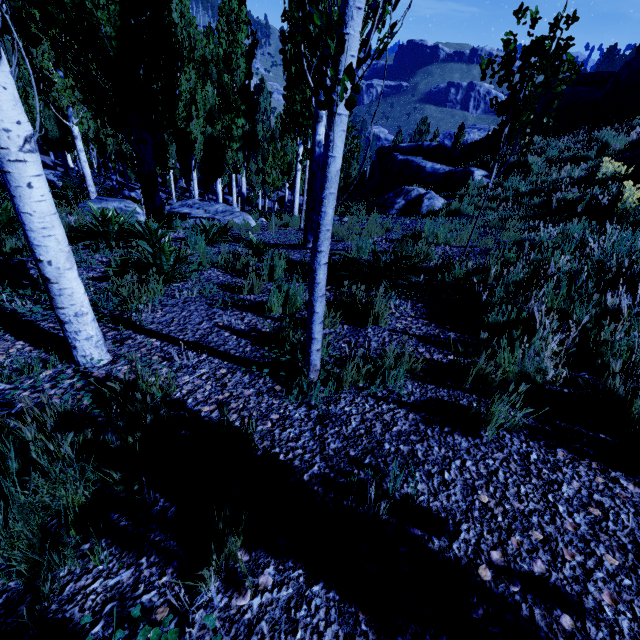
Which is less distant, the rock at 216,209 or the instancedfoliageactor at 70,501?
the instancedfoliageactor at 70,501

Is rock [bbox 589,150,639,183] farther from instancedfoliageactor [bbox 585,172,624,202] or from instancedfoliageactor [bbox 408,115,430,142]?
instancedfoliageactor [bbox 408,115,430,142]

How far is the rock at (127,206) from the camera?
7.9m

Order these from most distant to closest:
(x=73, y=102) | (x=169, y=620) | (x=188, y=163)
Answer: (x=188, y=163) < (x=73, y=102) < (x=169, y=620)

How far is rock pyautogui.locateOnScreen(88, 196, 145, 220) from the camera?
7.9 meters

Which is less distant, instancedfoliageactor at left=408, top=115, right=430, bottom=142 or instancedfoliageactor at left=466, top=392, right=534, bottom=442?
instancedfoliageactor at left=466, top=392, right=534, bottom=442

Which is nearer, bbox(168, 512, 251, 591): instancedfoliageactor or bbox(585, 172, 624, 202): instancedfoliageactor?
bbox(168, 512, 251, 591): instancedfoliageactor

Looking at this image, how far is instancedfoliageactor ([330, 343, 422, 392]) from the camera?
2.28m
